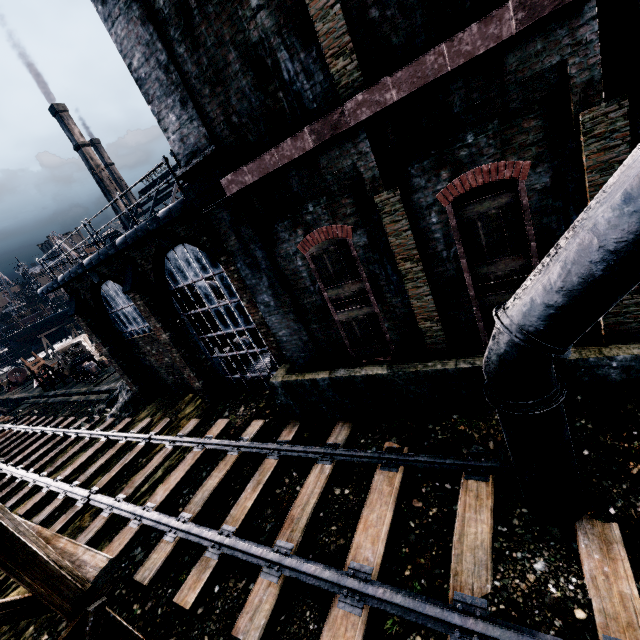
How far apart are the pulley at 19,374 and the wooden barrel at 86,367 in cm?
2408

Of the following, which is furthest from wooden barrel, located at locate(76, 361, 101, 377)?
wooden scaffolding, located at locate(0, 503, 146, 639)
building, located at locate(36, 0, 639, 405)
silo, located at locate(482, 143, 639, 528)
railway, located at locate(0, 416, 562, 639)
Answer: silo, located at locate(482, 143, 639, 528)

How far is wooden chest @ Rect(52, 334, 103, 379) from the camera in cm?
3073

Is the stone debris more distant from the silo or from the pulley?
the pulley

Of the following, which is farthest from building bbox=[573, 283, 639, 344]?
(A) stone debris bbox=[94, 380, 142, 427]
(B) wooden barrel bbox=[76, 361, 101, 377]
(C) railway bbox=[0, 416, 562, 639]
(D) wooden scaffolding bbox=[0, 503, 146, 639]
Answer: (B) wooden barrel bbox=[76, 361, 101, 377]

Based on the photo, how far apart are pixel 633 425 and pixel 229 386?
14.3m

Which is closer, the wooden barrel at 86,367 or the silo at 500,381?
the silo at 500,381

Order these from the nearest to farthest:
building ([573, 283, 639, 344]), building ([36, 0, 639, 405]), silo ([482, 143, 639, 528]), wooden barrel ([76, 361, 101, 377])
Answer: silo ([482, 143, 639, 528]) < building ([36, 0, 639, 405]) < building ([573, 283, 639, 344]) < wooden barrel ([76, 361, 101, 377])
